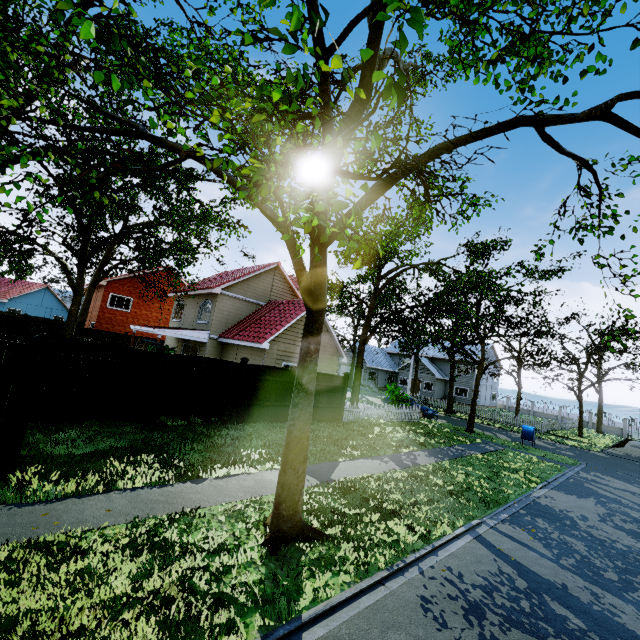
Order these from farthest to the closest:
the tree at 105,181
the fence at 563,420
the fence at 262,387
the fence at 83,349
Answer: the fence at 563,420, the fence at 262,387, the fence at 83,349, the tree at 105,181

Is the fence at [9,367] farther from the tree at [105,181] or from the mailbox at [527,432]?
the mailbox at [527,432]

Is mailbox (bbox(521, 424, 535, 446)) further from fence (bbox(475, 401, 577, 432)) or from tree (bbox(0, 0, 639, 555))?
fence (bbox(475, 401, 577, 432))

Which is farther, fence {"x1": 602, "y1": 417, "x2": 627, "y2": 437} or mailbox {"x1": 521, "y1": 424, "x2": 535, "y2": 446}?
fence {"x1": 602, "y1": 417, "x2": 627, "y2": 437}

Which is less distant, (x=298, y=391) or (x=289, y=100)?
(x=298, y=391)

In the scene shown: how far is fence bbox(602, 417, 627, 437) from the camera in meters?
40.4

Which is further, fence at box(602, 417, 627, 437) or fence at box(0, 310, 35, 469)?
fence at box(602, 417, 627, 437)

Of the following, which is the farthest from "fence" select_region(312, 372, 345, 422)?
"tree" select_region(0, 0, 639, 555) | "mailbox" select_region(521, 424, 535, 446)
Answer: "mailbox" select_region(521, 424, 535, 446)
